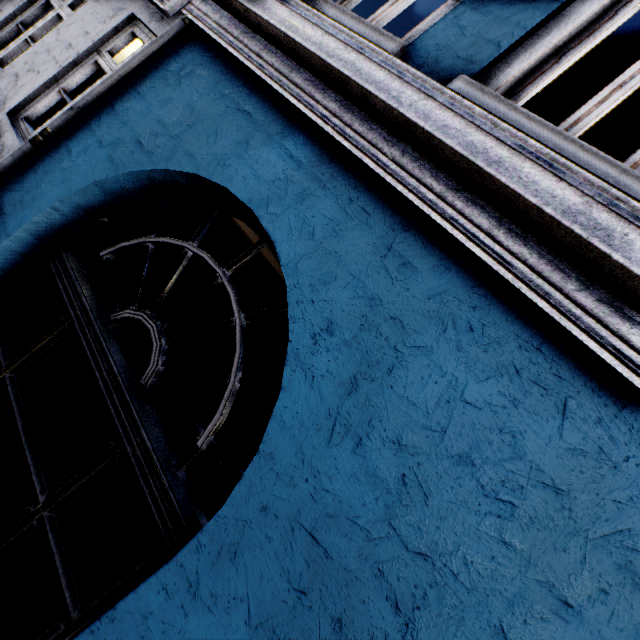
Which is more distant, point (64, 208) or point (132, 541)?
point (64, 208)
